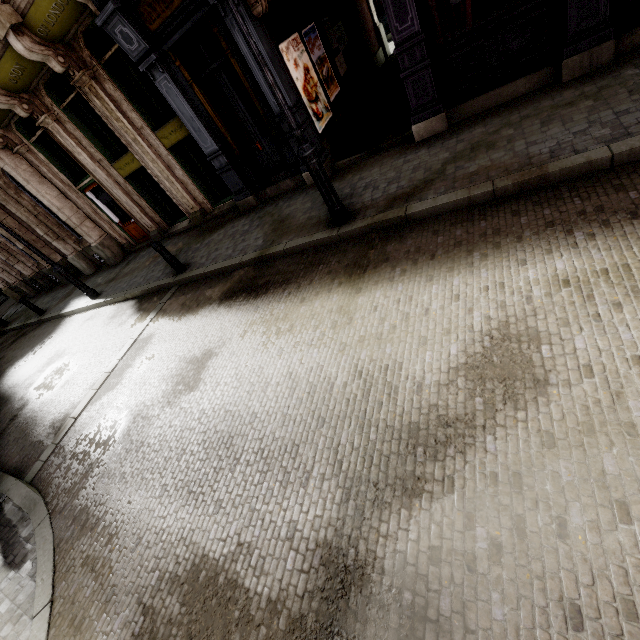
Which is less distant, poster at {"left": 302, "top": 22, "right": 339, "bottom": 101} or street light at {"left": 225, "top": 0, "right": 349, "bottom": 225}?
street light at {"left": 225, "top": 0, "right": 349, "bottom": 225}

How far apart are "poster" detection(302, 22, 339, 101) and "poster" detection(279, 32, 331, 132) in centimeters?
29cm

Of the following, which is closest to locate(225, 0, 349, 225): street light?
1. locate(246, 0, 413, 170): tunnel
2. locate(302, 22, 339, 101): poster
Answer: locate(246, 0, 413, 170): tunnel

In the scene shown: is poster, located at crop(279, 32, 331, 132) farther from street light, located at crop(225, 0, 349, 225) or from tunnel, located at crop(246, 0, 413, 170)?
street light, located at crop(225, 0, 349, 225)

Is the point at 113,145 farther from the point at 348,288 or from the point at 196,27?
the point at 348,288

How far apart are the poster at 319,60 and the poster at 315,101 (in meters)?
0.29

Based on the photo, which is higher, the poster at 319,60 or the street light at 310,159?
the poster at 319,60

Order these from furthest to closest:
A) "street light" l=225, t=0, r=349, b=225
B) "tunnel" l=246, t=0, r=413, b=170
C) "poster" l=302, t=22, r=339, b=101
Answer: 1. "poster" l=302, t=22, r=339, b=101
2. "tunnel" l=246, t=0, r=413, b=170
3. "street light" l=225, t=0, r=349, b=225
